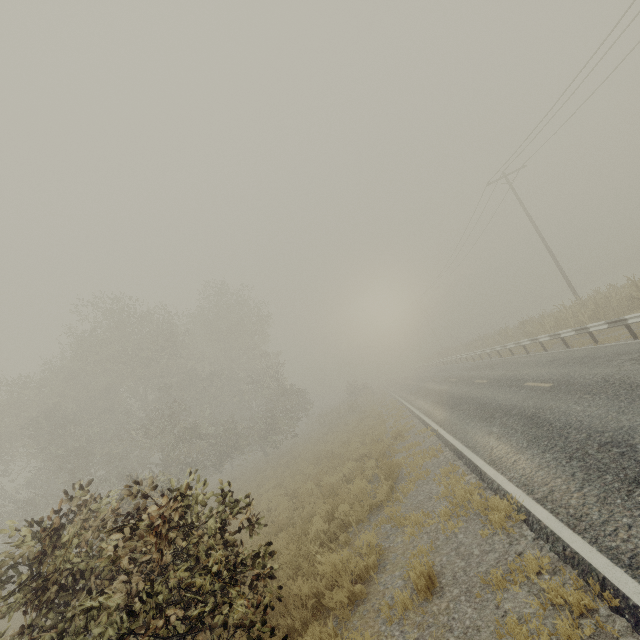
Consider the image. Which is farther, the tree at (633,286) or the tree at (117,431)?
the tree at (633,286)

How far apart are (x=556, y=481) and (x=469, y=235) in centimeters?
3246cm

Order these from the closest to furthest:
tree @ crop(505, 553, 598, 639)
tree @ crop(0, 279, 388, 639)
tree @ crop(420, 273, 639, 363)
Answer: tree @ crop(505, 553, 598, 639)
tree @ crop(0, 279, 388, 639)
tree @ crop(420, 273, 639, 363)

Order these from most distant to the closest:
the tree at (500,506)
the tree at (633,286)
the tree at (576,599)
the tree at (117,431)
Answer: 1. the tree at (633,286)
2. the tree at (500,506)
3. the tree at (117,431)
4. the tree at (576,599)

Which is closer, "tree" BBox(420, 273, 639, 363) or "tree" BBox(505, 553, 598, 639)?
"tree" BBox(505, 553, 598, 639)

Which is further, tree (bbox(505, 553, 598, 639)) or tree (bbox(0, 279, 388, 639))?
tree (bbox(0, 279, 388, 639))

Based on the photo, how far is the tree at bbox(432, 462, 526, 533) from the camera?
5.14m
